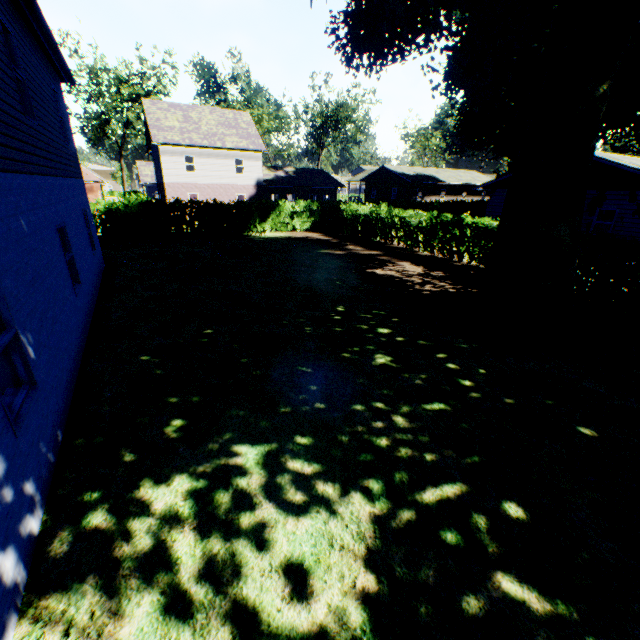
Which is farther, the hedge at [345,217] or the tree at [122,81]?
the tree at [122,81]

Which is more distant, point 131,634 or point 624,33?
point 624,33

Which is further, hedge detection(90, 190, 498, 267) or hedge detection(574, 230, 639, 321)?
hedge detection(90, 190, 498, 267)

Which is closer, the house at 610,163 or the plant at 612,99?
the plant at 612,99

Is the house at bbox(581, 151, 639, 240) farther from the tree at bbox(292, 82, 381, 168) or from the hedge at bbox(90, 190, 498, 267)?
the tree at bbox(292, 82, 381, 168)

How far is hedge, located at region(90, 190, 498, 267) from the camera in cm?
1561

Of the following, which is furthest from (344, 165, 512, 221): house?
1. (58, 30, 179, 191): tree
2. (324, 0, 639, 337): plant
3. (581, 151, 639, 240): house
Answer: (58, 30, 179, 191): tree

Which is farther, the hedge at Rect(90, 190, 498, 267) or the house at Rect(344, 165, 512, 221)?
the house at Rect(344, 165, 512, 221)
